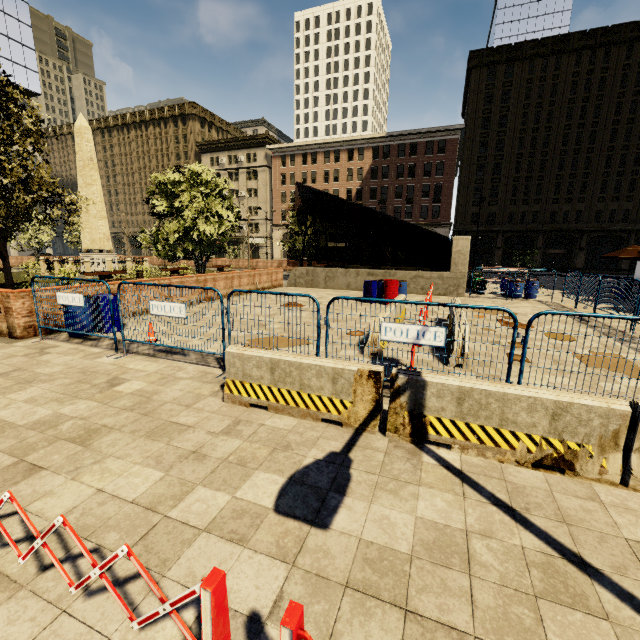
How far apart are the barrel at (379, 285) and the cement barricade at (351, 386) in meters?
10.2

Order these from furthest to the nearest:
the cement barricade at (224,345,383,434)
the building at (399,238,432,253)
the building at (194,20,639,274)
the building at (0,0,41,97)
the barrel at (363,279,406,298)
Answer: the building at (399,238,432,253) → the building at (0,0,41,97) → the building at (194,20,639,274) → the barrel at (363,279,406,298) → the cement barricade at (224,345,383,434)

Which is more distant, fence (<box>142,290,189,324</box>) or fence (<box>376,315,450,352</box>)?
fence (<box>142,290,189,324</box>)

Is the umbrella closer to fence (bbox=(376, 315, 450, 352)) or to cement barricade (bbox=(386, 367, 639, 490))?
fence (bbox=(376, 315, 450, 352))

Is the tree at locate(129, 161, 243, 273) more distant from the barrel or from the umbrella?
the umbrella

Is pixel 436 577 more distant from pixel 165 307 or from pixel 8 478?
pixel 165 307

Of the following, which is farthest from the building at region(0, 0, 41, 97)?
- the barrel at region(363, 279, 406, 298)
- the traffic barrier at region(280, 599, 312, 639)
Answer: the traffic barrier at region(280, 599, 312, 639)

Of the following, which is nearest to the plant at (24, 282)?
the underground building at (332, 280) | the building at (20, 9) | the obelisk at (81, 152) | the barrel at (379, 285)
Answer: the obelisk at (81, 152)
